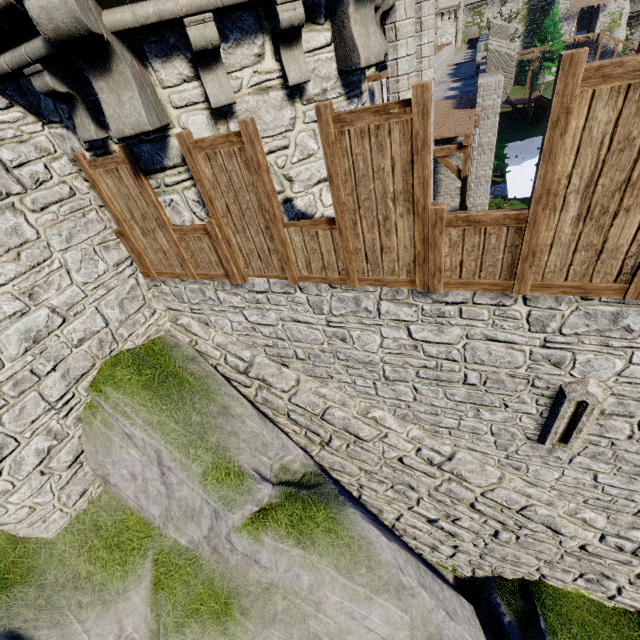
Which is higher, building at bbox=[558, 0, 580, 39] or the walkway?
the walkway

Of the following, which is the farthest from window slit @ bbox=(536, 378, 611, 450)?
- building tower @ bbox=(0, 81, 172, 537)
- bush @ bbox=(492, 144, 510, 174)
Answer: bush @ bbox=(492, 144, 510, 174)

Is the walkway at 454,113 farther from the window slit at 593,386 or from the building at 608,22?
the building at 608,22

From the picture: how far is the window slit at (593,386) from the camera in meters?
4.2 m

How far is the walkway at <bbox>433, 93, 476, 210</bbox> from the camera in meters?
12.5 m

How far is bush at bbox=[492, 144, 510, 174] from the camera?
32.7 meters

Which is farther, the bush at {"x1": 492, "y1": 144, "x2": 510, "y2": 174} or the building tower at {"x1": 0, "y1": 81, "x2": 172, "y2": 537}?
the bush at {"x1": 492, "y1": 144, "x2": 510, "y2": 174}

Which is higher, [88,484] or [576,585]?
[88,484]
